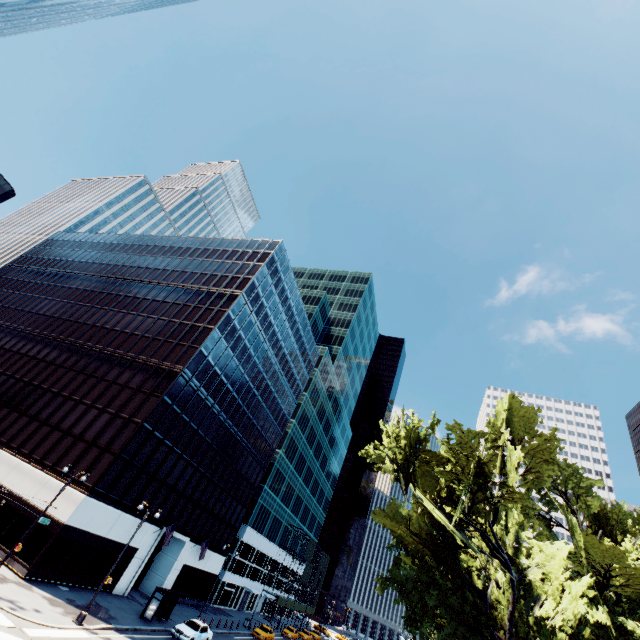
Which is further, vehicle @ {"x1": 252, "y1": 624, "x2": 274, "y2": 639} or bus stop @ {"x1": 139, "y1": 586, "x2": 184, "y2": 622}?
vehicle @ {"x1": 252, "y1": 624, "x2": 274, "y2": 639}

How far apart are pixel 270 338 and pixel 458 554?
42.6m

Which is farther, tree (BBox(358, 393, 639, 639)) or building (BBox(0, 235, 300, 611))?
building (BBox(0, 235, 300, 611))

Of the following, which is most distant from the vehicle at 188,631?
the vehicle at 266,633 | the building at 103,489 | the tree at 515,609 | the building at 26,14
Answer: the building at 26,14

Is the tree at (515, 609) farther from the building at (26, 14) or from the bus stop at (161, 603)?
the building at (26, 14)

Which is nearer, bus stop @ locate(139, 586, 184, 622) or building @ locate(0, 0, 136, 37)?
bus stop @ locate(139, 586, 184, 622)

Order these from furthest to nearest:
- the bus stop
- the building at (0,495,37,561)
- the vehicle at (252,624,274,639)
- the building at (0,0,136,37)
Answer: the vehicle at (252,624,274,639)
the building at (0,0,136,37)
the bus stop
the building at (0,495,37,561)

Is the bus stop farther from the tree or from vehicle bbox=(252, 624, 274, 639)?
vehicle bbox=(252, 624, 274, 639)
